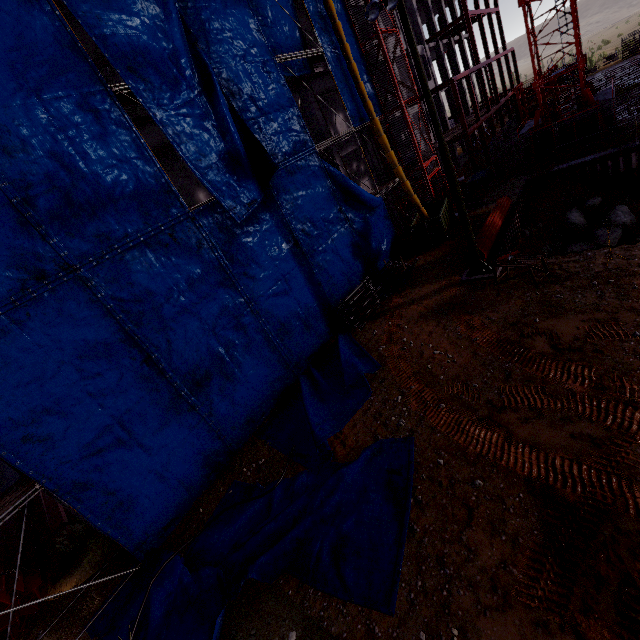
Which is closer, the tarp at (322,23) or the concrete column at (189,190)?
the tarp at (322,23)

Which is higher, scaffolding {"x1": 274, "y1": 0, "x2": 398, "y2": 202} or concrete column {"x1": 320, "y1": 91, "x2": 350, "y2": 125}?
scaffolding {"x1": 274, "y1": 0, "x2": 398, "y2": 202}

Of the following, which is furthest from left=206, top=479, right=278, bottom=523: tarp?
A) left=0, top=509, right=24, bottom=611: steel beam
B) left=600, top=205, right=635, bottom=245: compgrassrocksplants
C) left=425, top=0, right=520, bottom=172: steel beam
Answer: left=600, top=205, right=635, bottom=245: compgrassrocksplants

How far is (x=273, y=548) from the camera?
7.89m

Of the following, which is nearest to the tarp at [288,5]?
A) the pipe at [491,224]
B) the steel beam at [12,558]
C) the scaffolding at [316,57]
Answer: the scaffolding at [316,57]

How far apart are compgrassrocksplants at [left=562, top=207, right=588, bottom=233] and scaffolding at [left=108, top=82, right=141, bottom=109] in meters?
22.1

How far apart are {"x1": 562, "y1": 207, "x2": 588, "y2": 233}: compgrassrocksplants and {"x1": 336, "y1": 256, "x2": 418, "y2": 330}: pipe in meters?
12.4 m

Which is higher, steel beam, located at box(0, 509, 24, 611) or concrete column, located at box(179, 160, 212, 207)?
concrete column, located at box(179, 160, 212, 207)
